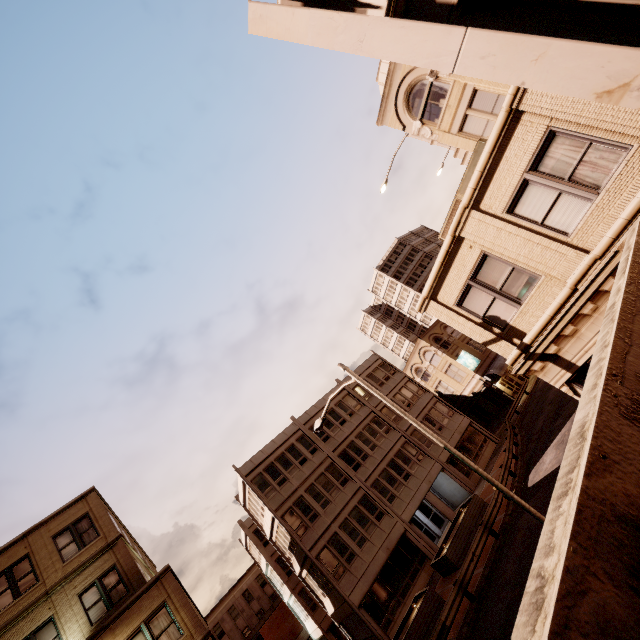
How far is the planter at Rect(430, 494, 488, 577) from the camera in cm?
1956

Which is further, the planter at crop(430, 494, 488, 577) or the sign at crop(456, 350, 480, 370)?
the sign at crop(456, 350, 480, 370)

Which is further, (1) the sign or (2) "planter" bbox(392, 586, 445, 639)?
(1) the sign

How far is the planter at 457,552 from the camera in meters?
19.6 m

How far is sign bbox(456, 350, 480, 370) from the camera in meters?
39.0

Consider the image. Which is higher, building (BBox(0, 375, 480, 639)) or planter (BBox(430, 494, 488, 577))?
building (BBox(0, 375, 480, 639))

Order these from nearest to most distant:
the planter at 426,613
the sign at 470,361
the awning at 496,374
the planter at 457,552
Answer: the planter at 426,613 → the planter at 457,552 → the awning at 496,374 → the sign at 470,361

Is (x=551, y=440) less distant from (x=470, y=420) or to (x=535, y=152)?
(x=470, y=420)
